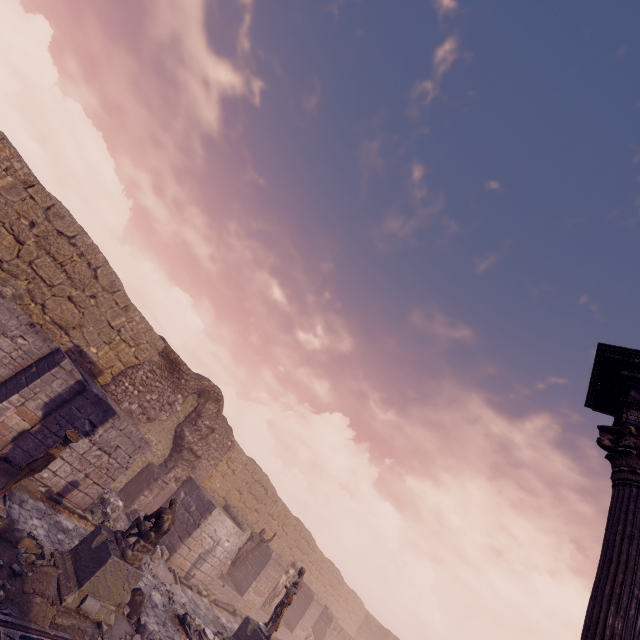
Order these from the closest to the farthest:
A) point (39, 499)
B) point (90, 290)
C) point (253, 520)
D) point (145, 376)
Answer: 1. point (39, 499)
2. point (90, 290)
3. point (145, 376)
4. point (253, 520)

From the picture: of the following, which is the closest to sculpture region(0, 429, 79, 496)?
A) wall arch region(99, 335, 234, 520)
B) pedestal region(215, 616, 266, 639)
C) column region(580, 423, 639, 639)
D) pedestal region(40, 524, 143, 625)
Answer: pedestal region(40, 524, 143, 625)

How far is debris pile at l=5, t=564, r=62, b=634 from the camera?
5.2m

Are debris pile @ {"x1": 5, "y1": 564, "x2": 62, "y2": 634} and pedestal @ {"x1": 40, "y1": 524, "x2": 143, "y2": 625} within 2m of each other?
yes

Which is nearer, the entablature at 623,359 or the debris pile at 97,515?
the entablature at 623,359

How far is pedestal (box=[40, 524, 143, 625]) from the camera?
5.9 meters

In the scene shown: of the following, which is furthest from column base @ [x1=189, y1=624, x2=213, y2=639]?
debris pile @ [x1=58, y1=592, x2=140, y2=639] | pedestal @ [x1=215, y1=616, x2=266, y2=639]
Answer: debris pile @ [x1=58, y1=592, x2=140, y2=639]

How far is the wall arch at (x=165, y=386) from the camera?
12.5m
